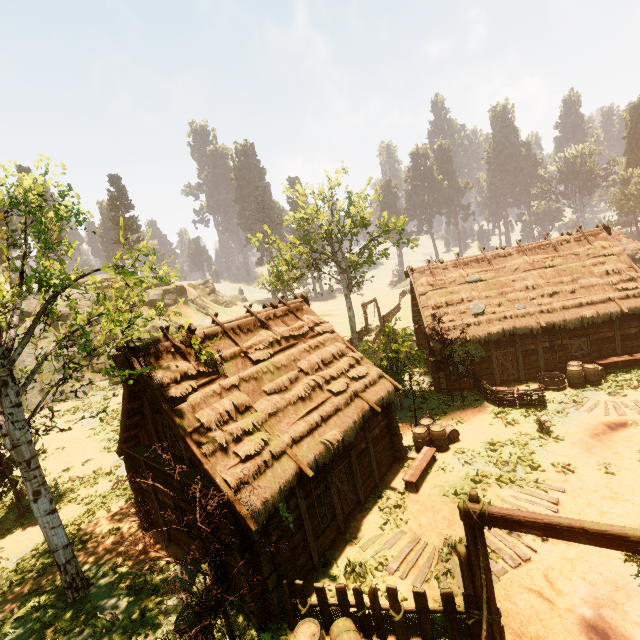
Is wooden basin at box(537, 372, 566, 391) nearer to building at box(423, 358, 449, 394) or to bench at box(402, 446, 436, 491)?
building at box(423, 358, 449, 394)

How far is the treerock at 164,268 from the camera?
8.4m

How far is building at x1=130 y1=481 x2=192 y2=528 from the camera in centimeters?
1140cm

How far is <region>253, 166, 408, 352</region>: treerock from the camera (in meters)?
24.83

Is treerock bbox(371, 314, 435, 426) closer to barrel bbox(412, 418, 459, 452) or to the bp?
barrel bbox(412, 418, 459, 452)

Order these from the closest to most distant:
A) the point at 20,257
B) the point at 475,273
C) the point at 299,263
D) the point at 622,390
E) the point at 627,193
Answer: the point at 622,390 < the point at 475,273 < the point at 20,257 < the point at 299,263 < the point at 627,193

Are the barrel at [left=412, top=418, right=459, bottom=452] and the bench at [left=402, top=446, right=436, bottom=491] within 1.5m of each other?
yes

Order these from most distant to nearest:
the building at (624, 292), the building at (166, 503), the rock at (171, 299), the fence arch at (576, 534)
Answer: the rock at (171, 299)
the building at (624, 292)
the building at (166, 503)
the fence arch at (576, 534)
